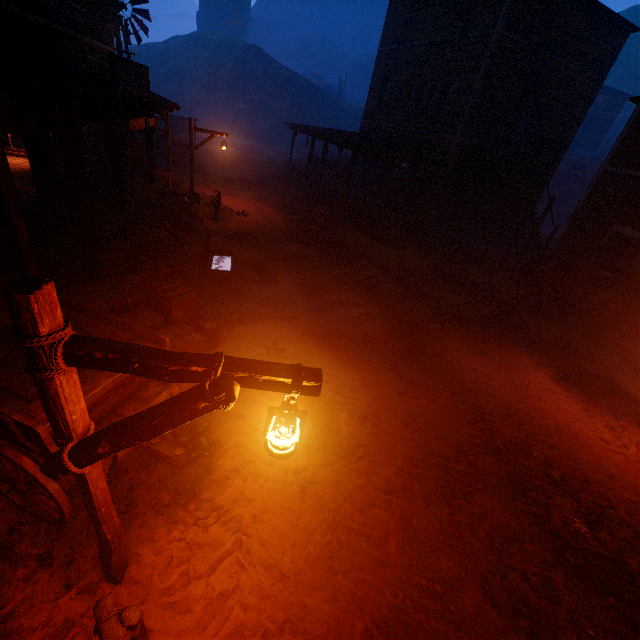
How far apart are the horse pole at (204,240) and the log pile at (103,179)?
4.0 meters

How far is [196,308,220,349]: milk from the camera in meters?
6.3

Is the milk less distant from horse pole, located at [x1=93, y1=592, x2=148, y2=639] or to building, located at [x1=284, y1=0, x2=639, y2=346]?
building, located at [x1=284, y1=0, x2=639, y2=346]

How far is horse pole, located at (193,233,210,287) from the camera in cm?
811

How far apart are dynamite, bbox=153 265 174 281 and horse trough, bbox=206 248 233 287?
1.50m

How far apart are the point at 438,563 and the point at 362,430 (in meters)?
2.08

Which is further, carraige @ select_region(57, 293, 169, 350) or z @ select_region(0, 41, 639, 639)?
carraige @ select_region(57, 293, 169, 350)

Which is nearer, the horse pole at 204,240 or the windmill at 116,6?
the horse pole at 204,240
